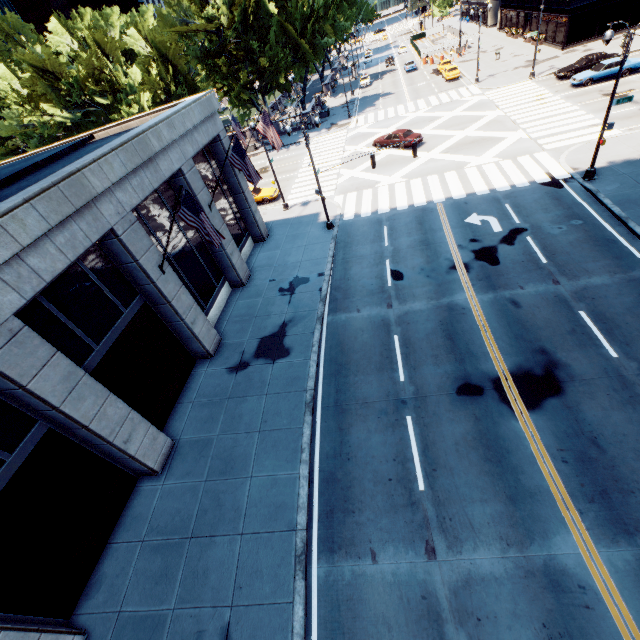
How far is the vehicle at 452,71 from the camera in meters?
44.4

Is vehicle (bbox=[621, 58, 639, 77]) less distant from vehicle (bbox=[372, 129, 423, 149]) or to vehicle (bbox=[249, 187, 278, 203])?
vehicle (bbox=[372, 129, 423, 149])

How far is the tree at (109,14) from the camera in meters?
59.4

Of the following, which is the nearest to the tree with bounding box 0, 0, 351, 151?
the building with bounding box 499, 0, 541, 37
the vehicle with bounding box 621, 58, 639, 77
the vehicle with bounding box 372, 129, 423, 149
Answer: the building with bounding box 499, 0, 541, 37

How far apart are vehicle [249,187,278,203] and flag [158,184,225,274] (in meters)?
18.77

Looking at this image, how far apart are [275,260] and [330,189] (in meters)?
11.11

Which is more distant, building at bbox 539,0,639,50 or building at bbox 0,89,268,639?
building at bbox 539,0,639,50

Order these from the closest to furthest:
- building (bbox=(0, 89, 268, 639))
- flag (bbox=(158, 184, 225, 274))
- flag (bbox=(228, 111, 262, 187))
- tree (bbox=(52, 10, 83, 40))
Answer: building (bbox=(0, 89, 268, 639)) → flag (bbox=(158, 184, 225, 274)) → flag (bbox=(228, 111, 262, 187)) → tree (bbox=(52, 10, 83, 40))
